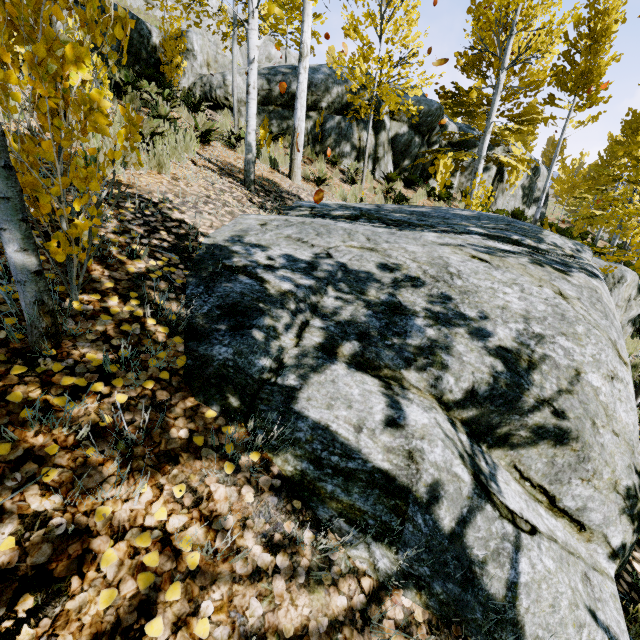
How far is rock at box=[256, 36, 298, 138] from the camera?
10.3 meters

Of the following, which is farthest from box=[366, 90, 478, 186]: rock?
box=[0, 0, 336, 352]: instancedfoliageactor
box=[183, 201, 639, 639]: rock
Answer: box=[183, 201, 639, 639]: rock

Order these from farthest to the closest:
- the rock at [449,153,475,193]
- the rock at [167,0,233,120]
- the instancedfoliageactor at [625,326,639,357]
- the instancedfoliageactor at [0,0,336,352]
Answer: the rock at [449,153,475,193], the rock at [167,0,233,120], the instancedfoliageactor at [625,326,639,357], the instancedfoliageactor at [0,0,336,352]

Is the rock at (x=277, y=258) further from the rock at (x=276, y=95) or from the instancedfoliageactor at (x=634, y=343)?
the rock at (x=276, y=95)

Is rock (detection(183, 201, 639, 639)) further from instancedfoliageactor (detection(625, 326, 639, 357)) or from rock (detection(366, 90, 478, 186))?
rock (detection(366, 90, 478, 186))

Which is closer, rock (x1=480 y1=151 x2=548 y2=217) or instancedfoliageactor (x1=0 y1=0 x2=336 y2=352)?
instancedfoliageactor (x1=0 y1=0 x2=336 y2=352)

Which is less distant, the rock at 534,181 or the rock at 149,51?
the rock at 149,51

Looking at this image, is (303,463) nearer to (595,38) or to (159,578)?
(159,578)
